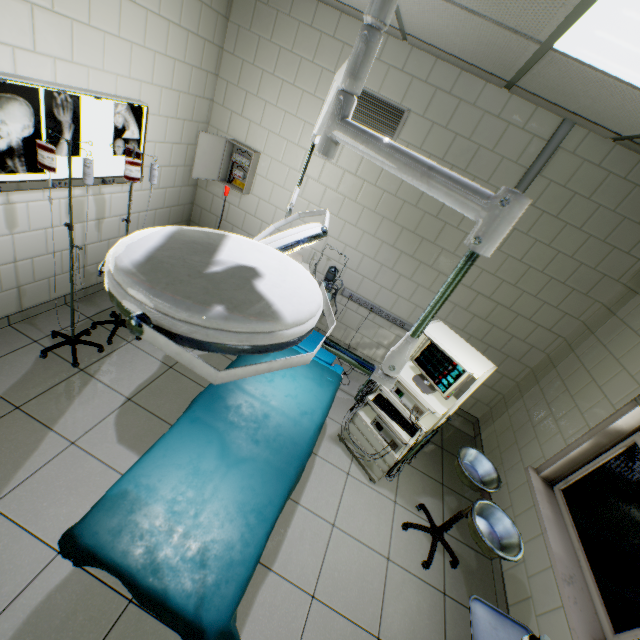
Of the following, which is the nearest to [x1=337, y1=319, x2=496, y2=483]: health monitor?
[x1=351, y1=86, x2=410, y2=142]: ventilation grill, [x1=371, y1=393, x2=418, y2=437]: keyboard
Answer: [x1=371, y1=393, x2=418, y2=437]: keyboard

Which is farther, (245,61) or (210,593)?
(245,61)

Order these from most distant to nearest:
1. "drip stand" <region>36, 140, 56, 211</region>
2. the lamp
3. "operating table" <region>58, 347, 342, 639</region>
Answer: "drip stand" <region>36, 140, 56, 211</region> → "operating table" <region>58, 347, 342, 639</region> → the lamp

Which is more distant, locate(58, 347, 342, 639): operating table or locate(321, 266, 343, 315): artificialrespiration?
locate(321, 266, 343, 315): artificialrespiration

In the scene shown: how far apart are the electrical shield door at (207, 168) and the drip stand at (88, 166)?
1.16m

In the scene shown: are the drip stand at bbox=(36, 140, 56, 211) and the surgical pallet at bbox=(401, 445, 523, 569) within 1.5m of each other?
no

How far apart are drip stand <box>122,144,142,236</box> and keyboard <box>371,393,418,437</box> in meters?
2.4

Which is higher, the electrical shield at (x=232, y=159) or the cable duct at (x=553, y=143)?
the cable duct at (x=553, y=143)
